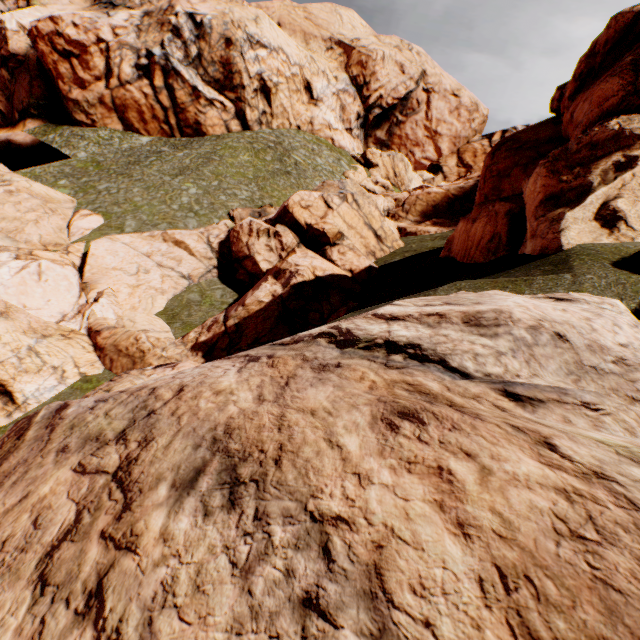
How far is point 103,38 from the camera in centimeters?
3894cm
